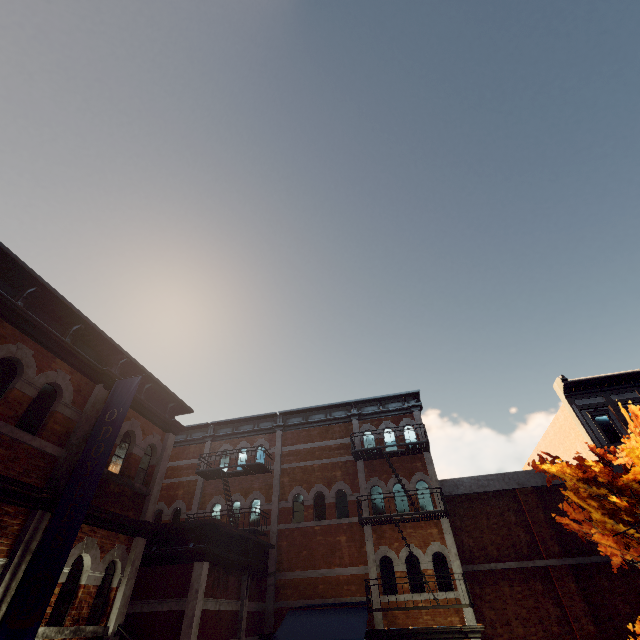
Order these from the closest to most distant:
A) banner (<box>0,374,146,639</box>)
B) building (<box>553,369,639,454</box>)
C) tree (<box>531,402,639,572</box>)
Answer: banner (<box>0,374,146,639</box>) < tree (<box>531,402,639,572</box>) < building (<box>553,369,639,454</box>)

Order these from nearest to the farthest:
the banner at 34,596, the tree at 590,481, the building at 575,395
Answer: the banner at 34,596 → the tree at 590,481 → the building at 575,395

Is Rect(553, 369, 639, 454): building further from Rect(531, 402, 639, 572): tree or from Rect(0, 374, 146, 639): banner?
Rect(0, 374, 146, 639): banner

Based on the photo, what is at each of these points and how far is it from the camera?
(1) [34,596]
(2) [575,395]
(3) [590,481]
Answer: (1) banner, 5.3m
(2) building, 17.5m
(3) tree, 8.4m

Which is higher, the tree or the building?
the building

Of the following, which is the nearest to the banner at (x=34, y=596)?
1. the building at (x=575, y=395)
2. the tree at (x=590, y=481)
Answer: the tree at (x=590, y=481)

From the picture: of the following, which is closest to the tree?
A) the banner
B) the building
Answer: the building

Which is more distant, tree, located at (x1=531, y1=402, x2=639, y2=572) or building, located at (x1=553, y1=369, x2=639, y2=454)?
building, located at (x1=553, y1=369, x2=639, y2=454)
